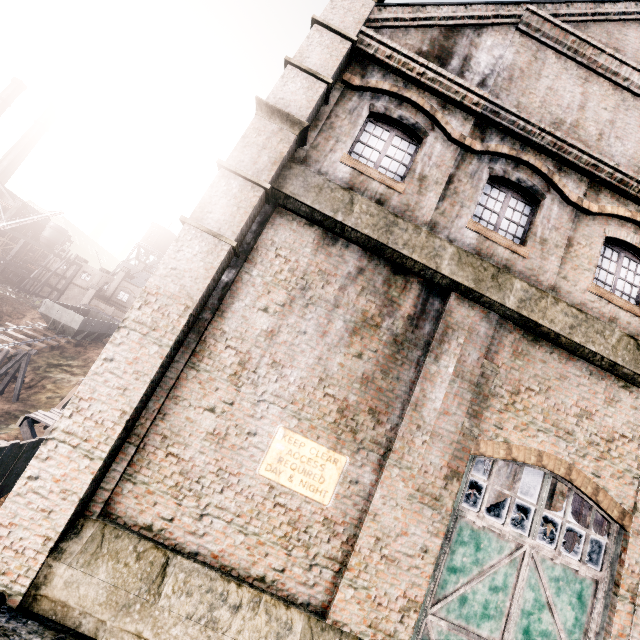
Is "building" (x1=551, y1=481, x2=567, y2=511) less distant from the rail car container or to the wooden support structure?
the rail car container

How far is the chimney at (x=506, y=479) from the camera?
19.80m

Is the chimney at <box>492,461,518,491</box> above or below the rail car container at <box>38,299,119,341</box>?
above

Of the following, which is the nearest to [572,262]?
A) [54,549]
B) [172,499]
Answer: [172,499]

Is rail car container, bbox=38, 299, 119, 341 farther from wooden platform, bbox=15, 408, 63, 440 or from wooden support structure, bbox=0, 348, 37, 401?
wooden platform, bbox=15, 408, 63, 440

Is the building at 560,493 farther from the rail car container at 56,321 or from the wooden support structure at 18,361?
the wooden support structure at 18,361

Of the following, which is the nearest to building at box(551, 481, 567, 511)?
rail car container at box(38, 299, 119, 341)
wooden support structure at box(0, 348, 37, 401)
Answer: rail car container at box(38, 299, 119, 341)

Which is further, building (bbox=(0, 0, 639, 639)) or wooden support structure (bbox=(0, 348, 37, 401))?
wooden support structure (bbox=(0, 348, 37, 401))
